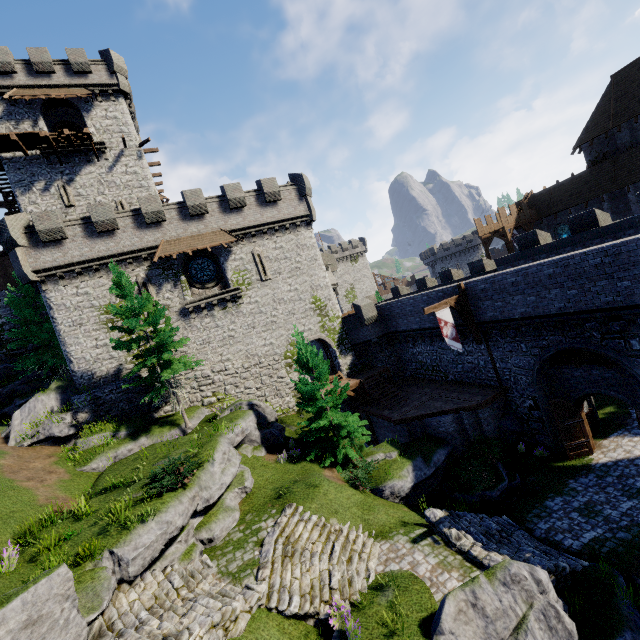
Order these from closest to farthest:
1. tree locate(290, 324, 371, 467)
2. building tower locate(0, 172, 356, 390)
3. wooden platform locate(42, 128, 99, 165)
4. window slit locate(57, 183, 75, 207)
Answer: tree locate(290, 324, 371, 467) → building tower locate(0, 172, 356, 390) → wooden platform locate(42, 128, 99, 165) → window slit locate(57, 183, 75, 207)

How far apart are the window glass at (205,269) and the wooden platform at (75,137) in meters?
13.1 m

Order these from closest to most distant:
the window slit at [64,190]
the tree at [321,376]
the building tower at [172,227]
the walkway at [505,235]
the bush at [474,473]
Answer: the bush at [474,473] < the tree at [321,376] < the building tower at [172,227] < the window slit at [64,190] < the walkway at [505,235]

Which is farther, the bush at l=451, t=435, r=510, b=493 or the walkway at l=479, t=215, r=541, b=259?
the walkway at l=479, t=215, r=541, b=259

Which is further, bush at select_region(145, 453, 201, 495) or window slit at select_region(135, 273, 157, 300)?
window slit at select_region(135, 273, 157, 300)

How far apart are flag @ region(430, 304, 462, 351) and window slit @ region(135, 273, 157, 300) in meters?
18.0 m

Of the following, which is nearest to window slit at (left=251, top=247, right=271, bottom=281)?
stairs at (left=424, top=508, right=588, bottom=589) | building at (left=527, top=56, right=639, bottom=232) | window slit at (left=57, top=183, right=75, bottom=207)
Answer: window slit at (left=57, top=183, right=75, bottom=207)

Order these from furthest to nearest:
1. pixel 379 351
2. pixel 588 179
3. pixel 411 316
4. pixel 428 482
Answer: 1. pixel 588 179
2. pixel 379 351
3. pixel 411 316
4. pixel 428 482
